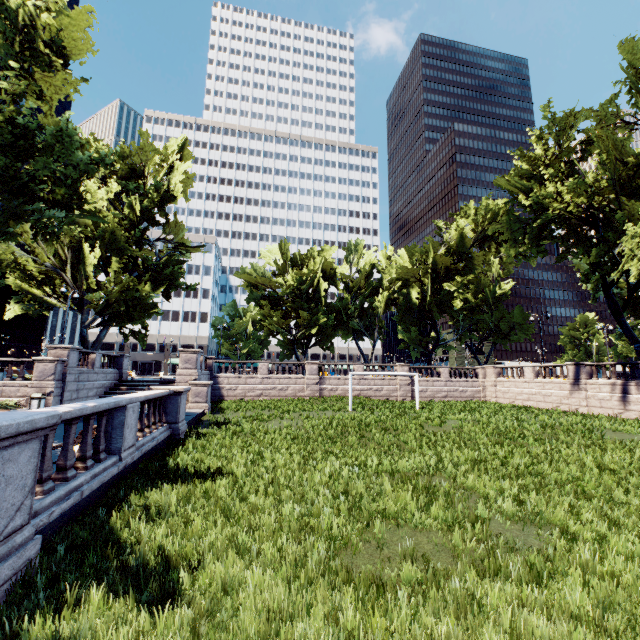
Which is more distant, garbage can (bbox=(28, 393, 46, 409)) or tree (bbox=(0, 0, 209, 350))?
garbage can (bbox=(28, 393, 46, 409))

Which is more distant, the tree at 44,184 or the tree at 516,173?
the tree at 516,173

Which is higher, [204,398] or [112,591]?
[204,398]

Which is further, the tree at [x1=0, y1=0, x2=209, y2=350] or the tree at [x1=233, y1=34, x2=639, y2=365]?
the tree at [x1=233, y1=34, x2=639, y2=365]

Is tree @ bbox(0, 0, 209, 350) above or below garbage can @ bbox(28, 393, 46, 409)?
above

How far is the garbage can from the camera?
18.33m

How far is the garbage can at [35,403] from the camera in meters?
18.3
